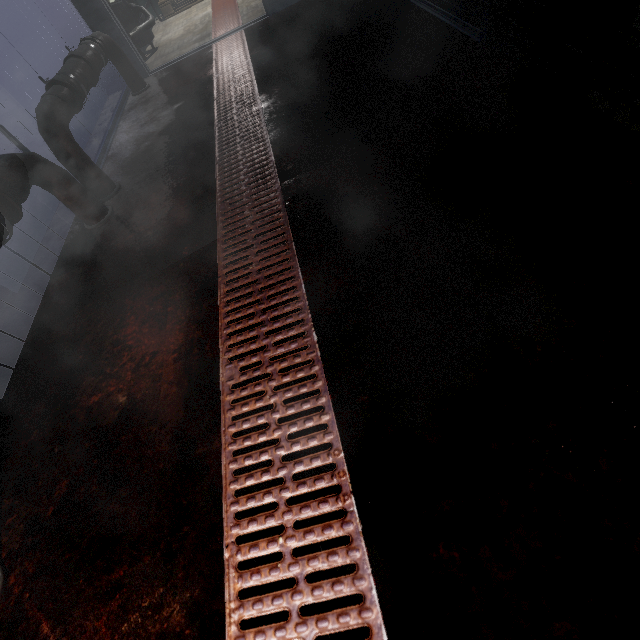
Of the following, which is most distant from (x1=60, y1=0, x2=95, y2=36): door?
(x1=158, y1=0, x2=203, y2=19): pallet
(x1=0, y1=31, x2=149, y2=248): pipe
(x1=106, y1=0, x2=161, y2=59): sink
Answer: (x1=158, y1=0, x2=203, y2=19): pallet

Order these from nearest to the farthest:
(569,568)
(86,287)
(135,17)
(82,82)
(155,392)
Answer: (569,568) < (155,392) < (86,287) < (82,82) < (135,17)

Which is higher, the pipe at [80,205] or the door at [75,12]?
the door at [75,12]

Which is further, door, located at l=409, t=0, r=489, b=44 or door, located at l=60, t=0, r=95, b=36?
door, located at l=60, t=0, r=95, b=36

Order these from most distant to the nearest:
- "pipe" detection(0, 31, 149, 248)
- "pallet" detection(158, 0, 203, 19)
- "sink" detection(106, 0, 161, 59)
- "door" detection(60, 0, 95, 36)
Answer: "pallet" detection(158, 0, 203, 19)
"sink" detection(106, 0, 161, 59)
"door" detection(60, 0, 95, 36)
"pipe" detection(0, 31, 149, 248)

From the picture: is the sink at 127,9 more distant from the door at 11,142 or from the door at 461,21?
the door at 461,21

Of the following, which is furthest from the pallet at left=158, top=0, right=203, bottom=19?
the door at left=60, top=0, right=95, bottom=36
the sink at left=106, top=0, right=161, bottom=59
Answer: the door at left=60, top=0, right=95, bottom=36

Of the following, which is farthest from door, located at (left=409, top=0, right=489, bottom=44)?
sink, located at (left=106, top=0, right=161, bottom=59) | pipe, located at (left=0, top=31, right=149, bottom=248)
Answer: sink, located at (left=106, top=0, right=161, bottom=59)
